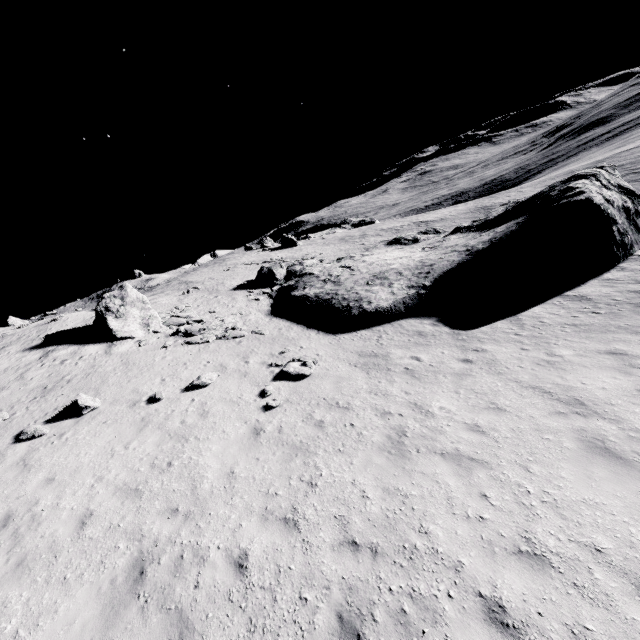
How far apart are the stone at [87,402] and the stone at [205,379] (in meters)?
3.25

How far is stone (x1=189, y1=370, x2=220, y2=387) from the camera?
12.8m

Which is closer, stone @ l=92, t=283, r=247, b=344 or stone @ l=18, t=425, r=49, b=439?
stone @ l=18, t=425, r=49, b=439

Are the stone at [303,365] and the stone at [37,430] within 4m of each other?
no

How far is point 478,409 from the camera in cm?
865

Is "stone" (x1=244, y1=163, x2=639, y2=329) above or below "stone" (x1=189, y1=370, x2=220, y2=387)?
below

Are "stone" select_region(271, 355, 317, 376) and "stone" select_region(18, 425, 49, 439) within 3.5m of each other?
no

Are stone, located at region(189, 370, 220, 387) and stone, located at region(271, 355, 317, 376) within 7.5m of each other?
yes
